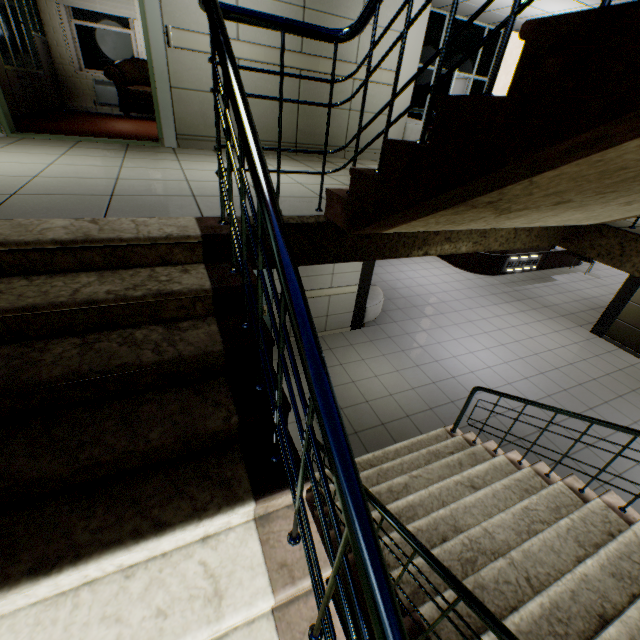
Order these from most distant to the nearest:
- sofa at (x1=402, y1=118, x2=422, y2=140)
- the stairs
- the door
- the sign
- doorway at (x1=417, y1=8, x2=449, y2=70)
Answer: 1. the sign
2. doorway at (x1=417, y1=8, x2=449, y2=70)
3. sofa at (x1=402, y1=118, x2=422, y2=140)
4. the door
5. the stairs

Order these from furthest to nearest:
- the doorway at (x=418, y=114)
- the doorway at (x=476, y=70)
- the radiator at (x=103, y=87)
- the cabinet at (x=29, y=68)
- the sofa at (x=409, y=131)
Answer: the doorway at (x=418, y=114), the doorway at (x=476, y=70), the radiator at (x=103, y=87), the sofa at (x=409, y=131), the cabinet at (x=29, y=68)

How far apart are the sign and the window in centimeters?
1155cm

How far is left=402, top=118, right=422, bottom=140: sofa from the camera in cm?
523

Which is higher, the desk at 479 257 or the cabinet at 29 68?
the cabinet at 29 68

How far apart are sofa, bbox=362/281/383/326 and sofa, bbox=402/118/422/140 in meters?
2.5 m

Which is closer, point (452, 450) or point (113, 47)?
point (452, 450)

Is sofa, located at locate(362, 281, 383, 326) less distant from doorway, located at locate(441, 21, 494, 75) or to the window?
doorway, located at locate(441, 21, 494, 75)
